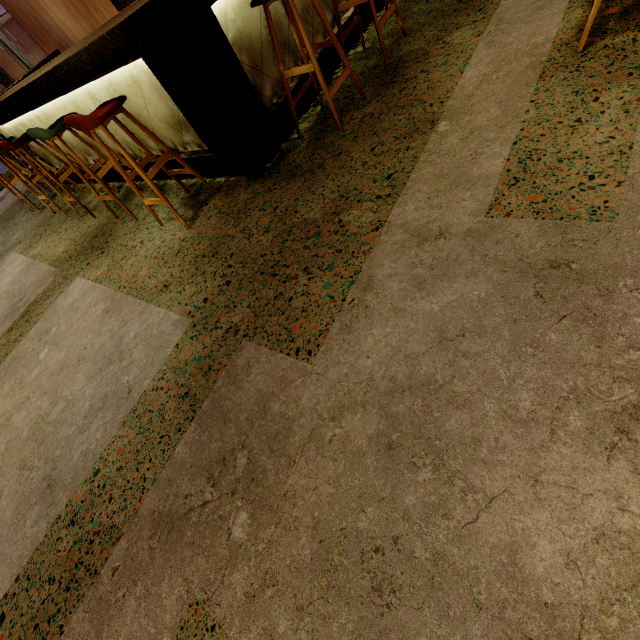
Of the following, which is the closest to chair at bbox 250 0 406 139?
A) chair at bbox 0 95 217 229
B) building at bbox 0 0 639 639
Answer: building at bbox 0 0 639 639

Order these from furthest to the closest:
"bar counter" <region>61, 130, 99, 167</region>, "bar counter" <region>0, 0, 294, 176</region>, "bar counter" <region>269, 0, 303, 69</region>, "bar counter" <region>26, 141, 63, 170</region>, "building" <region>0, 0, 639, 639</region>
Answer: "bar counter" <region>26, 141, 63, 170</region> → "bar counter" <region>61, 130, 99, 167</region> → "bar counter" <region>269, 0, 303, 69</region> → "bar counter" <region>0, 0, 294, 176</region> → "building" <region>0, 0, 639, 639</region>

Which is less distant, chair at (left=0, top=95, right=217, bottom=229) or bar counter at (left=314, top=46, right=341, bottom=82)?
chair at (left=0, top=95, right=217, bottom=229)

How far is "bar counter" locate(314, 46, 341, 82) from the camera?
3.1 meters

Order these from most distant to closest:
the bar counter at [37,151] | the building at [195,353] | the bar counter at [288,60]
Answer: the bar counter at [37,151] → the bar counter at [288,60] → the building at [195,353]

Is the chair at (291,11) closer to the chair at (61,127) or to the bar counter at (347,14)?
the bar counter at (347,14)

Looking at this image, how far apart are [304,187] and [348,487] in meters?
2.0
